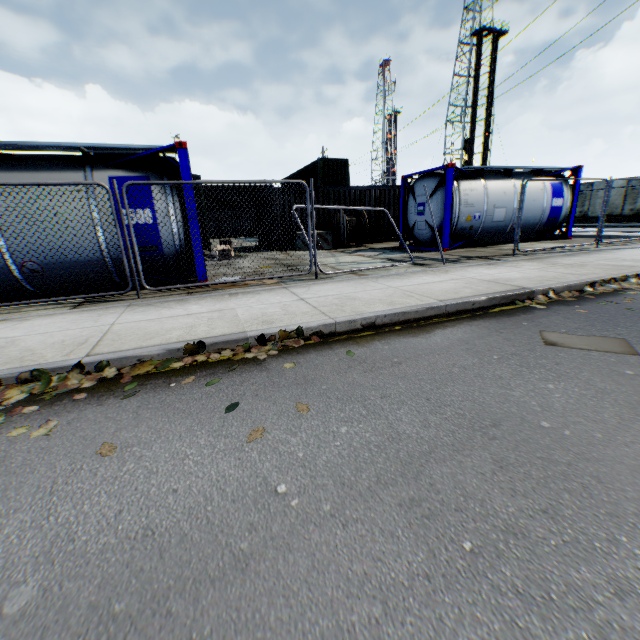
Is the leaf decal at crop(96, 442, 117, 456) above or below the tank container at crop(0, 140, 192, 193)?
below

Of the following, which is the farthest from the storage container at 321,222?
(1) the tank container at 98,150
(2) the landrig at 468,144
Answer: (2) the landrig at 468,144

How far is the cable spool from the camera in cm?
1524

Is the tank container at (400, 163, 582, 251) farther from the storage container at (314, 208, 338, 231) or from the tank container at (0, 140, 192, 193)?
the tank container at (0, 140, 192, 193)

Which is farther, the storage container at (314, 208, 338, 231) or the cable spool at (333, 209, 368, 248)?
the storage container at (314, 208, 338, 231)

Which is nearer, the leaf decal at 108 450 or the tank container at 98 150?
the leaf decal at 108 450

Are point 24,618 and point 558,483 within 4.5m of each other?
yes

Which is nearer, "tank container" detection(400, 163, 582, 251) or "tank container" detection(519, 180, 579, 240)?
"tank container" detection(400, 163, 582, 251)
